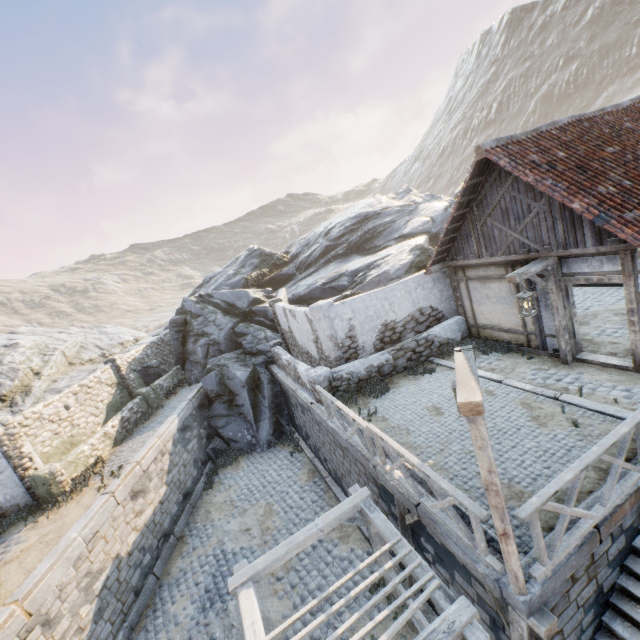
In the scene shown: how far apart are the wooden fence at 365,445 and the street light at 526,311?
4.4 meters

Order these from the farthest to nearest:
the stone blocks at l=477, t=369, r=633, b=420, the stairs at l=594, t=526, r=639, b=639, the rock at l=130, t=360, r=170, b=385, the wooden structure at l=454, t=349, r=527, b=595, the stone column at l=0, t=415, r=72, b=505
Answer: the rock at l=130, t=360, r=170, b=385, the stone column at l=0, t=415, r=72, b=505, the stone blocks at l=477, t=369, r=633, b=420, the stairs at l=594, t=526, r=639, b=639, the wooden structure at l=454, t=349, r=527, b=595

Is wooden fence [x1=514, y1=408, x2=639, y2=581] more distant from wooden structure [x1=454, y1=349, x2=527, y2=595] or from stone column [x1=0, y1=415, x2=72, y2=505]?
stone column [x1=0, y1=415, x2=72, y2=505]

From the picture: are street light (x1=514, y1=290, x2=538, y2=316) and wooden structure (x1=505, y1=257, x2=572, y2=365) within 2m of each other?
yes

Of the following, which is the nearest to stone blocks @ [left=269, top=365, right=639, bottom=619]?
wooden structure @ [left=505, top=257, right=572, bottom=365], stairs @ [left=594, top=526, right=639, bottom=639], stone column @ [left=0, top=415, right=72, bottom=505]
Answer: stairs @ [left=594, top=526, right=639, bottom=639]

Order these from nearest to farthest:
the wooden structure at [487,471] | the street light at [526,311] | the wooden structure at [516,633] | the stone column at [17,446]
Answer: the wooden structure at [487,471], the wooden structure at [516,633], the street light at [526,311], the stone column at [17,446]

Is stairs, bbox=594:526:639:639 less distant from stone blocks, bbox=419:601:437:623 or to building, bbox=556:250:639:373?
stone blocks, bbox=419:601:437:623

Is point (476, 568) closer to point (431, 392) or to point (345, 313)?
point (431, 392)
